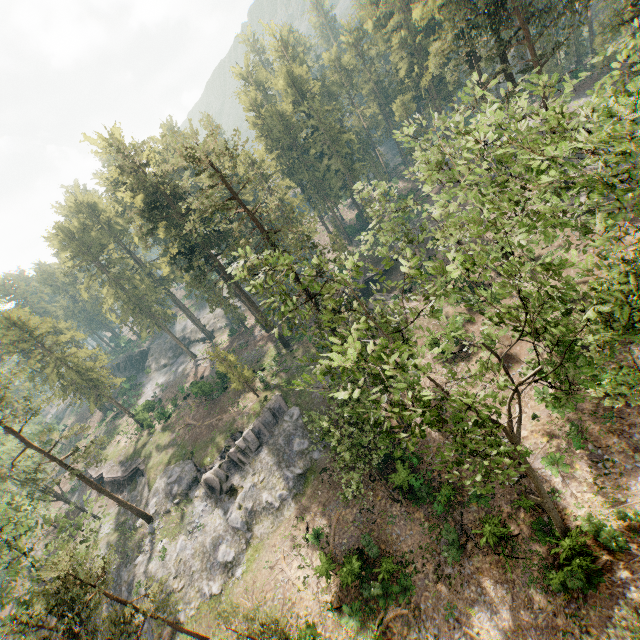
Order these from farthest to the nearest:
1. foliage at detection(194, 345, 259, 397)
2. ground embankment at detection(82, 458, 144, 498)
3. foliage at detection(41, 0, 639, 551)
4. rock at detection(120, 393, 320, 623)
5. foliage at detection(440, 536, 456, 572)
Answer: ground embankment at detection(82, 458, 144, 498), foliage at detection(194, 345, 259, 397), rock at detection(120, 393, 320, 623), foliage at detection(440, 536, 456, 572), foliage at detection(41, 0, 639, 551)

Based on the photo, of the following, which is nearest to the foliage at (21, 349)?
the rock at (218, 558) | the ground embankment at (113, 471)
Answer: the rock at (218, 558)

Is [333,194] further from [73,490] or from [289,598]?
[73,490]

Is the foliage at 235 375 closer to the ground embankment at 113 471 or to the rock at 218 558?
the rock at 218 558

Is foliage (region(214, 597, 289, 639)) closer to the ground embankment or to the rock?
the rock

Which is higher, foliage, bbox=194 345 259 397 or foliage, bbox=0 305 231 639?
foliage, bbox=0 305 231 639

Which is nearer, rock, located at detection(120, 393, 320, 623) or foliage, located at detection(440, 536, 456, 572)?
foliage, located at detection(440, 536, 456, 572)
